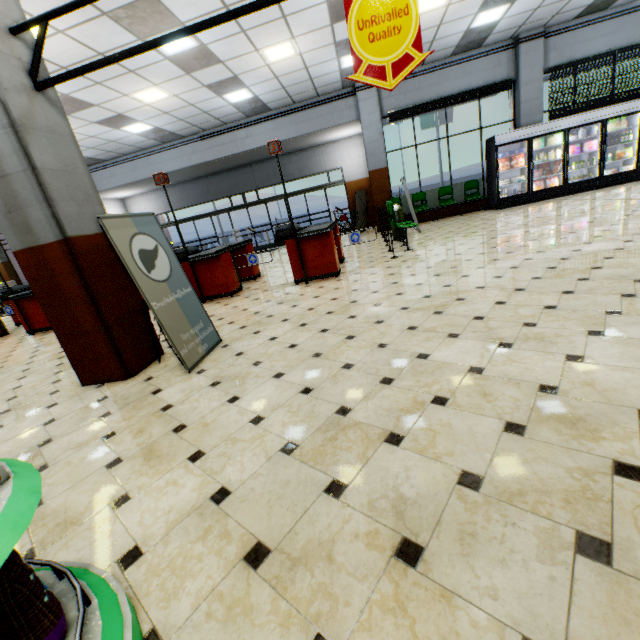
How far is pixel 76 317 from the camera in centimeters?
335cm

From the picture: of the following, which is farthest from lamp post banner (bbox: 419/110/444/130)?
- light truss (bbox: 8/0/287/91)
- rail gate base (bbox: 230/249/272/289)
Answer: light truss (bbox: 8/0/287/91)

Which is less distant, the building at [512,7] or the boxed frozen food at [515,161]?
the building at [512,7]

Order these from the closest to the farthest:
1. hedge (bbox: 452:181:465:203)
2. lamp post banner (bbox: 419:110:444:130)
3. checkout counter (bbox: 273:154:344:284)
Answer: checkout counter (bbox: 273:154:344:284) < hedge (bbox: 452:181:465:203) < lamp post banner (bbox: 419:110:444:130)

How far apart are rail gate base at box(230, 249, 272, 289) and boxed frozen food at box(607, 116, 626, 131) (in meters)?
11.23

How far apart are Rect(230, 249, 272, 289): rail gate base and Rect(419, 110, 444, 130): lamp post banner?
22.3 meters

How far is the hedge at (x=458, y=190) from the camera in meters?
11.9

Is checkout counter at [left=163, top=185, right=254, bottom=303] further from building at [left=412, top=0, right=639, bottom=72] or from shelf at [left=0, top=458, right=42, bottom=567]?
shelf at [left=0, top=458, right=42, bottom=567]
